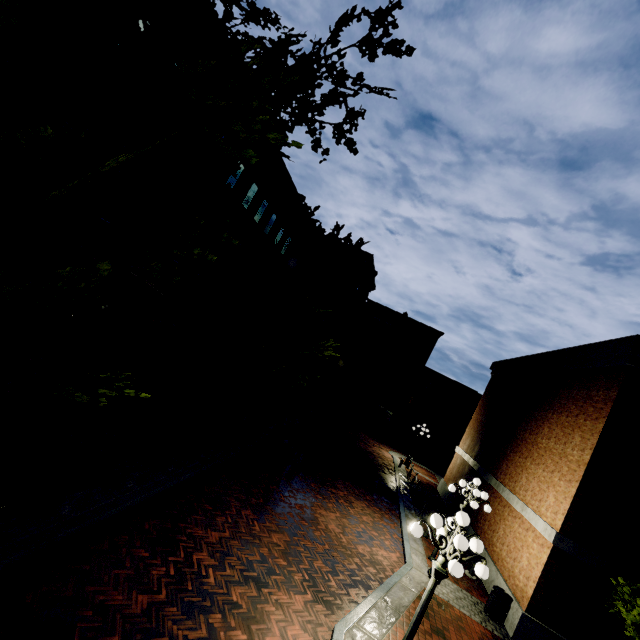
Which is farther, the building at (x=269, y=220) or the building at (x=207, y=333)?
the building at (x=269, y=220)

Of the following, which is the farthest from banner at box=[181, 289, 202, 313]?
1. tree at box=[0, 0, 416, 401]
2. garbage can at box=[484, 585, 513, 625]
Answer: garbage can at box=[484, 585, 513, 625]

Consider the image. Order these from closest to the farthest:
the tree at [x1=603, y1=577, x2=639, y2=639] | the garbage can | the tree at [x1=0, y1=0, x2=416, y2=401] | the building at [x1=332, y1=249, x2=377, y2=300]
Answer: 1. the tree at [x1=0, y1=0, x2=416, y2=401]
2. the tree at [x1=603, y1=577, x2=639, y2=639]
3. the garbage can
4. the building at [x1=332, y1=249, x2=377, y2=300]

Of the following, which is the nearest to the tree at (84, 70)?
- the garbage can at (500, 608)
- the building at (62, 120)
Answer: the building at (62, 120)

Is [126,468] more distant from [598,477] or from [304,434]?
[598,477]

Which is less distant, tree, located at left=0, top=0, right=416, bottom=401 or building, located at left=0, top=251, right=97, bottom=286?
tree, located at left=0, top=0, right=416, bottom=401

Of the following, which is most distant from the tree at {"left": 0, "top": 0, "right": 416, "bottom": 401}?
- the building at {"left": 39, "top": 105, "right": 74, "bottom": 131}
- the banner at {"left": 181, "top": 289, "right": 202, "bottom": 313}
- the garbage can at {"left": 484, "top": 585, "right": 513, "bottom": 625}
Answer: the garbage can at {"left": 484, "top": 585, "right": 513, "bottom": 625}
